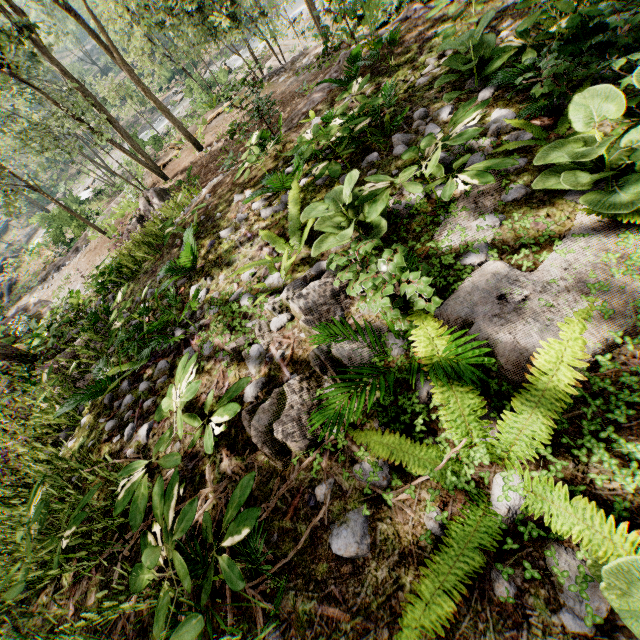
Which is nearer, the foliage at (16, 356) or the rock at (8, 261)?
the foliage at (16, 356)

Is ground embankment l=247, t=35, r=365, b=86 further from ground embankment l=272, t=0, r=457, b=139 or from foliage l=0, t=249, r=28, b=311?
ground embankment l=272, t=0, r=457, b=139

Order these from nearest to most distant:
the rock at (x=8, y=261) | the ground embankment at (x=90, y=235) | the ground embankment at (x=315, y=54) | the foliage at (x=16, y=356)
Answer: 1. the foliage at (x=16, y=356)
2. the ground embankment at (x=315, y=54)
3. the ground embankment at (x=90, y=235)
4. the rock at (x=8, y=261)

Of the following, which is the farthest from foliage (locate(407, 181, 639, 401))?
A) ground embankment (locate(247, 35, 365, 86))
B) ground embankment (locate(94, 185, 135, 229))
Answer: ground embankment (locate(247, 35, 365, 86))

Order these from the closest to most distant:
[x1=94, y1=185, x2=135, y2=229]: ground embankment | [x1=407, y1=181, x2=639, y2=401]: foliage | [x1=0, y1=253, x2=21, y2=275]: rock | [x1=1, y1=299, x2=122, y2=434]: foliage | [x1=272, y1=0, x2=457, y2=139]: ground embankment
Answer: [x1=407, y1=181, x2=639, y2=401]: foliage, [x1=1, y1=299, x2=122, y2=434]: foliage, [x1=272, y1=0, x2=457, y2=139]: ground embankment, [x1=94, y1=185, x2=135, y2=229]: ground embankment, [x1=0, y1=253, x2=21, y2=275]: rock

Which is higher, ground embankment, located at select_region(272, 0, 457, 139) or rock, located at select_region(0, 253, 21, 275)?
ground embankment, located at select_region(272, 0, 457, 139)

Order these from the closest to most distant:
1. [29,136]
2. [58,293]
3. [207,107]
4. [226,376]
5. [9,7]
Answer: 1. [226,376]
2. [9,7]
3. [58,293]
4. [207,107]
5. [29,136]

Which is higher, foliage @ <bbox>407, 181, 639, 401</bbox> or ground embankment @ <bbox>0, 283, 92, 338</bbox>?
foliage @ <bbox>407, 181, 639, 401</bbox>
